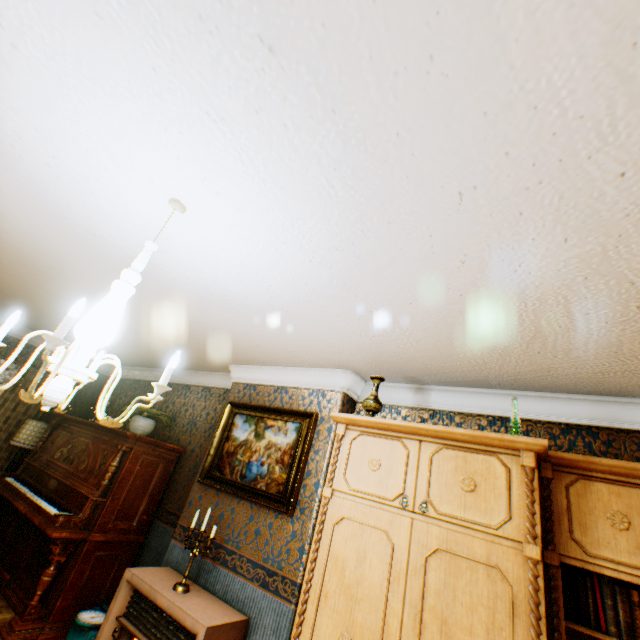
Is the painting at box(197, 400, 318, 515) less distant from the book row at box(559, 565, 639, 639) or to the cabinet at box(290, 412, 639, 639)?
the cabinet at box(290, 412, 639, 639)

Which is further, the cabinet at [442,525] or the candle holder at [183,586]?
the candle holder at [183,586]

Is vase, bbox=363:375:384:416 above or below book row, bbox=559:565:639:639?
above

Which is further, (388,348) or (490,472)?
(388,348)

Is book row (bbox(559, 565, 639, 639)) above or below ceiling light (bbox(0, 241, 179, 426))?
below

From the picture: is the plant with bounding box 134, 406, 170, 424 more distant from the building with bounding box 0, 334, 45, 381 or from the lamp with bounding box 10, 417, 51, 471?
the lamp with bounding box 10, 417, 51, 471

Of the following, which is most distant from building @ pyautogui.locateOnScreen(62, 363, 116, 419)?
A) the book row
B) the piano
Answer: the book row

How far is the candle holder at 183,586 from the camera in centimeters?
290cm
